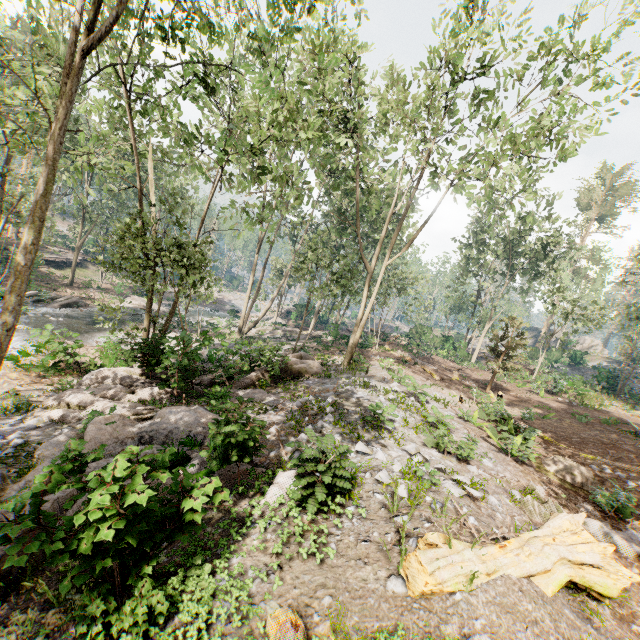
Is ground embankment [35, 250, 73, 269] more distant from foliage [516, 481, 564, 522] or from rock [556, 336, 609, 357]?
rock [556, 336, 609, 357]

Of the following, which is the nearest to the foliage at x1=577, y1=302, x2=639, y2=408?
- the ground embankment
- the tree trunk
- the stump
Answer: the ground embankment

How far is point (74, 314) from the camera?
27.5 meters

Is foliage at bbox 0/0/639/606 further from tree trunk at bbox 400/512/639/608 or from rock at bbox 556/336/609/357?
tree trunk at bbox 400/512/639/608

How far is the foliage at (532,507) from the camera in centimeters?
786cm

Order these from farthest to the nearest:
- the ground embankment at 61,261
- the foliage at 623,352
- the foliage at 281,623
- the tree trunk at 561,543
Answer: the ground embankment at 61,261 < the foliage at 623,352 < the tree trunk at 561,543 < the foliage at 281,623

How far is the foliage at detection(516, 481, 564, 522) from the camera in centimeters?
786cm
